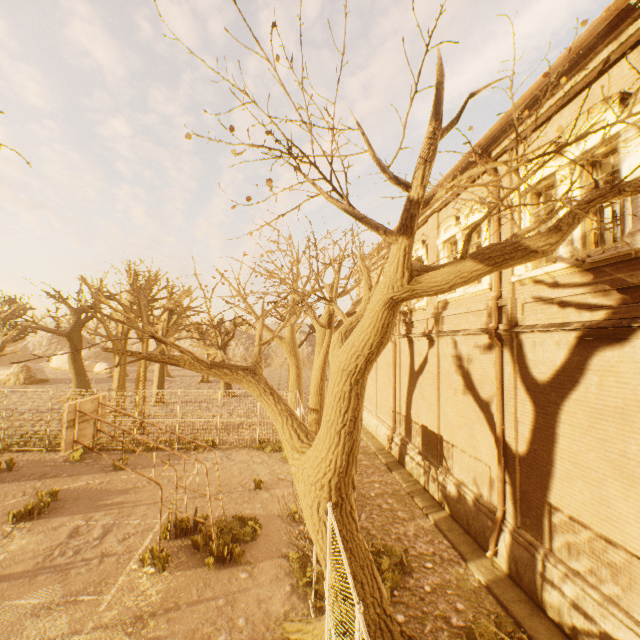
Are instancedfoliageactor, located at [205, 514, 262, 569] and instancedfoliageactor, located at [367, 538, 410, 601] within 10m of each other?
yes

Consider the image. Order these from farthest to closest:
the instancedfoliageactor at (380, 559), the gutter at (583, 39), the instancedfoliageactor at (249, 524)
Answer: the instancedfoliageactor at (249, 524) < the instancedfoliageactor at (380, 559) < the gutter at (583, 39)

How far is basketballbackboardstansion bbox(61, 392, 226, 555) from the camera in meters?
7.8 m

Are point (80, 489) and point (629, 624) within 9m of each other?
no

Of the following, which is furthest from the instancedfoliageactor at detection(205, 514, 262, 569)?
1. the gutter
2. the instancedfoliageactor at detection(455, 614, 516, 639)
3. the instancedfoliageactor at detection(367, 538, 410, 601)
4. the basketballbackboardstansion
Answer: the gutter

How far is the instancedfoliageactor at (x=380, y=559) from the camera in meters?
7.4

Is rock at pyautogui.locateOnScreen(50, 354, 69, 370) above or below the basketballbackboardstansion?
below

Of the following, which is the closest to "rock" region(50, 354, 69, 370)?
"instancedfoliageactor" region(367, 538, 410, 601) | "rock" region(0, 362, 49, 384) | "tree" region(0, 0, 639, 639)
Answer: "tree" region(0, 0, 639, 639)
